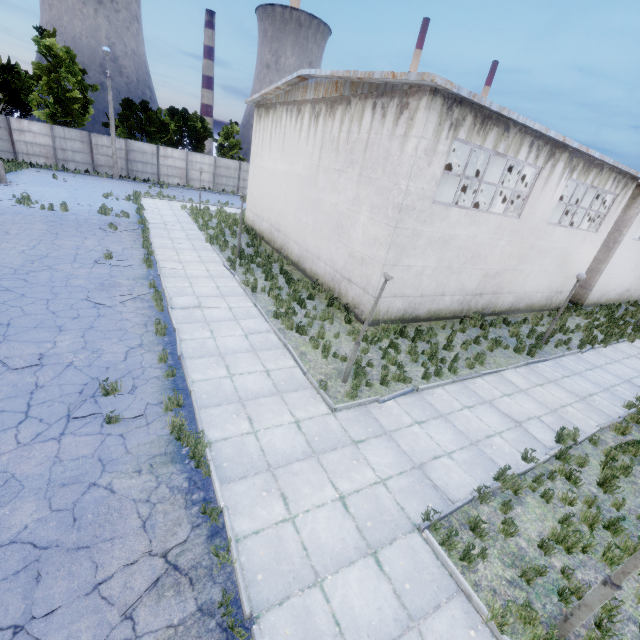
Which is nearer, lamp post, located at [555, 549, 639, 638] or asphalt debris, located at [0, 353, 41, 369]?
lamp post, located at [555, 549, 639, 638]

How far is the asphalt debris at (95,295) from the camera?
10.4m

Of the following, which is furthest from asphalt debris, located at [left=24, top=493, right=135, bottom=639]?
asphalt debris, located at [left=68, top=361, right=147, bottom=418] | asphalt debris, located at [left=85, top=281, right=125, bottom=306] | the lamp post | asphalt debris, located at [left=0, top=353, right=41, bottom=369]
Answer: asphalt debris, located at [left=85, top=281, right=125, bottom=306]

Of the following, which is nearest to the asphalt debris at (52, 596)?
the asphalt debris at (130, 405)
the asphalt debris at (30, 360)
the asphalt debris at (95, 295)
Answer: the asphalt debris at (130, 405)

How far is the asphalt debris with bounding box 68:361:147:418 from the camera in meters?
6.5 m

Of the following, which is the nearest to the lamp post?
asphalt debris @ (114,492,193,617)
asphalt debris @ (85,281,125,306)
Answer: asphalt debris @ (114,492,193,617)

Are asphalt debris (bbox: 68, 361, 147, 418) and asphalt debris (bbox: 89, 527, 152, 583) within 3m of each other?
yes

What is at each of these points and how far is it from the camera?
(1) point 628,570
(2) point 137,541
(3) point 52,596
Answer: (1) lamp post, 4.1m
(2) asphalt debris, 4.7m
(3) asphalt debris, 4.0m
